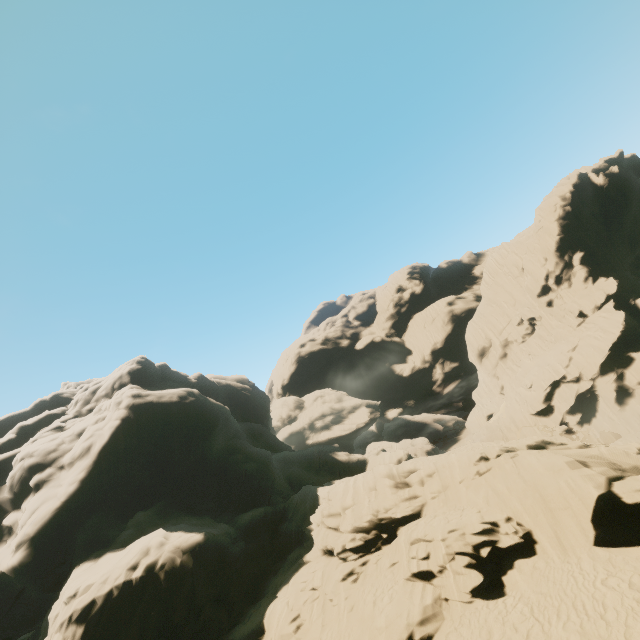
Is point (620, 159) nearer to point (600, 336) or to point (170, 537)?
point (600, 336)
